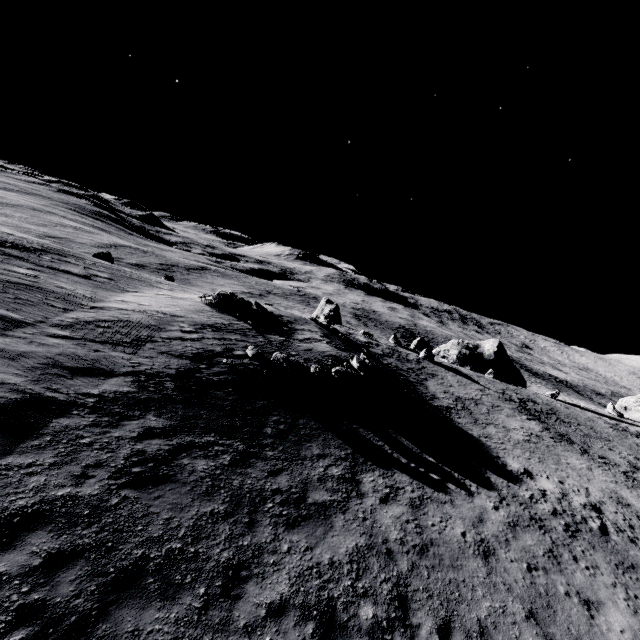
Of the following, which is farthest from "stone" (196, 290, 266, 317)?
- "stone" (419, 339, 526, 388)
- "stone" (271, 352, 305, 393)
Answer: "stone" (419, 339, 526, 388)

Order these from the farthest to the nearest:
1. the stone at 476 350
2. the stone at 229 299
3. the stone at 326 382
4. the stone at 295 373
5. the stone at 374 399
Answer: the stone at 476 350 → the stone at 229 299 → the stone at 374 399 → the stone at 326 382 → the stone at 295 373

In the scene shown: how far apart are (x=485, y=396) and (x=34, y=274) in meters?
35.7 m

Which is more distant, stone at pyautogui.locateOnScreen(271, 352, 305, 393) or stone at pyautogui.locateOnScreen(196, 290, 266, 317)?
stone at pyautogui.locateOnScreen(196, 290, 266, 317)

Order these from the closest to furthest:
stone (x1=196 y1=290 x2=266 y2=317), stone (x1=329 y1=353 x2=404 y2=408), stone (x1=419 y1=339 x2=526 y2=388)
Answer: stone (x1=329 y1=353 x2=404 y2=408)
stone (x1=196 y1=290 x2=266 y2=317)
stone (x1=419 y1=339 x2=526 y2=388)

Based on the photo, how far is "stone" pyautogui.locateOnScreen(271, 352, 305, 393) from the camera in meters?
15.9 m

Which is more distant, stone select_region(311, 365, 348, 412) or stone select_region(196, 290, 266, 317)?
stone select_region(196, 290, 266, 317)

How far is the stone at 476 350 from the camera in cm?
4984
